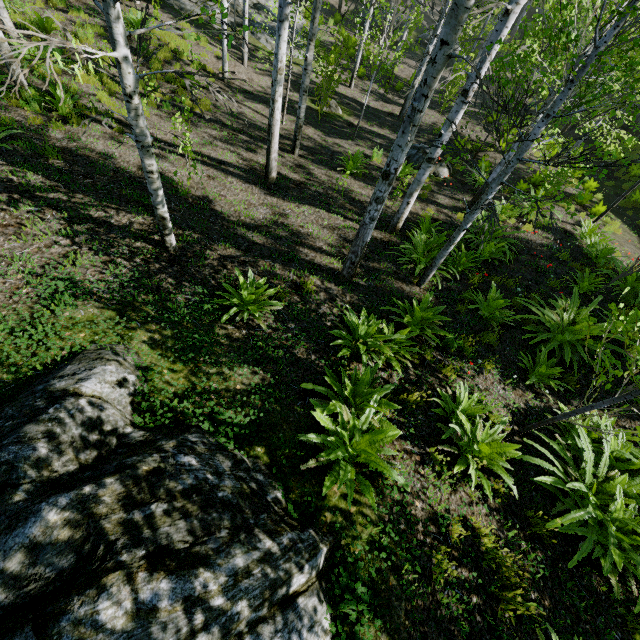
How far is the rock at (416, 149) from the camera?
11.8m

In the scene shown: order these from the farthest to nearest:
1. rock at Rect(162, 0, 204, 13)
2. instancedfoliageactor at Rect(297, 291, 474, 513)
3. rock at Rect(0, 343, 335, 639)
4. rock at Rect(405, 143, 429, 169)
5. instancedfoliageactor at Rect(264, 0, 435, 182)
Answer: rock at Rect(162, 0, 204, 13) → rock at Rect(405, 143, 429, 169) → instancedfoliageactor at Rect(264, 0, 435, 182) → instancedfoliageactor at Rect(297, 291, 474, 513) → rock at Rect(0, 343, 335, 639)

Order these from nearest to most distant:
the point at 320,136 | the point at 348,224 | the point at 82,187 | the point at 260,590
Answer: the point at 260,590 → the point at 82,187 → the point at 348,224 → the point at 320,136

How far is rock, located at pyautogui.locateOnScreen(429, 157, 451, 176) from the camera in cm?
1177

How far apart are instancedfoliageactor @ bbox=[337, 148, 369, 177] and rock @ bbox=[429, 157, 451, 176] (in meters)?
2.59

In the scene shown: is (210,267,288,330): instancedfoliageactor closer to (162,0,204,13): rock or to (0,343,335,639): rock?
(0,343,335,639): rock

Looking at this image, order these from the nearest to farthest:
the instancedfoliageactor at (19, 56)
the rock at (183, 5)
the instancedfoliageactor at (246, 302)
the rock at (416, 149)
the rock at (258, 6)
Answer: the instancedfoliageactor at (19, 56)
the instancedfoliageactor at (246, 302)
the rock at (416, 149)
the rock at (183, 5)
the rock at (258, 6)
